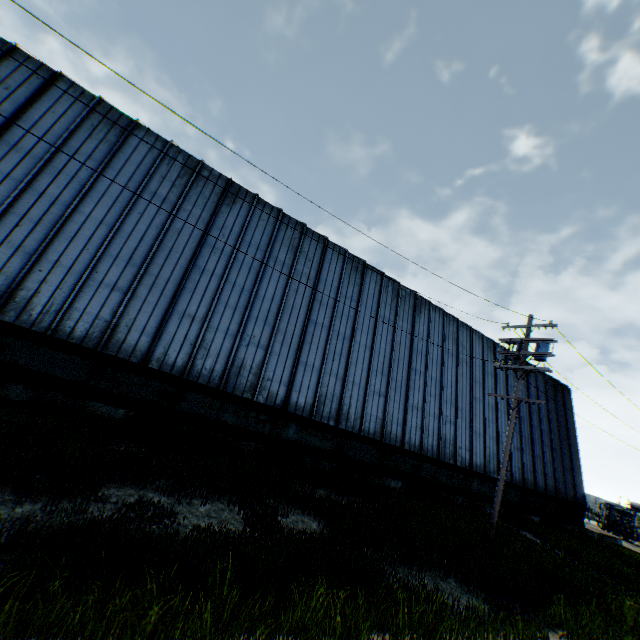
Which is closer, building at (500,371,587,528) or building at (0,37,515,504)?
building at (0,37,515,504)

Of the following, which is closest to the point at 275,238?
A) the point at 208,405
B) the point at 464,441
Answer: the point at 208,405

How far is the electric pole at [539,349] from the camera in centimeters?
1269cm

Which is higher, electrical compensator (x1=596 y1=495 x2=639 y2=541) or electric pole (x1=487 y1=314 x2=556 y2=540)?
electric pole (x1=487 y1=314 x2=556 y2=540)

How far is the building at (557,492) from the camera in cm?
2175

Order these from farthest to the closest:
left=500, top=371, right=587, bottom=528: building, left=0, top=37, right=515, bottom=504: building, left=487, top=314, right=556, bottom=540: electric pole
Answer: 1. left=500, top=371, right=587, bottom=528: building
2. left=487, top=314, right=556, bottom=540: electric pole
3. left=0, top=37, right=515, bottom=504: building

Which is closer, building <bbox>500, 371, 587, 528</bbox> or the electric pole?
the electric pole

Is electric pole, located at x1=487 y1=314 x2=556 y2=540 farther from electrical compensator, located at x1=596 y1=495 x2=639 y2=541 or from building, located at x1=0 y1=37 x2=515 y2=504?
electrical compensator, located at x1=596 y1=495 x2=639 y2=541
